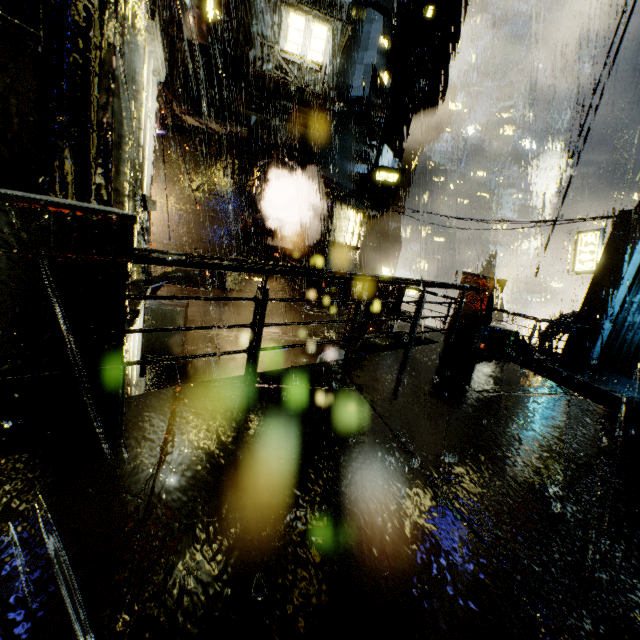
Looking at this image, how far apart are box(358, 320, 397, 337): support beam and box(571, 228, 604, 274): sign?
14.3m

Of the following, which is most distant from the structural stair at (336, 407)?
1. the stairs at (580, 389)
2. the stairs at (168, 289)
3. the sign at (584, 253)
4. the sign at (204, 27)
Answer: the sign at (584, 253)

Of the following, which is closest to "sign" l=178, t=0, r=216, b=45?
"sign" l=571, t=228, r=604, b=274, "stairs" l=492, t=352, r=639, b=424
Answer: "stairs" l=492, t=352, r=639, b=424

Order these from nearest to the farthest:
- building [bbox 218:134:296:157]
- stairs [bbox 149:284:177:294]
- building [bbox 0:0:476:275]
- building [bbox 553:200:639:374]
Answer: building [bbox 0:0:476:275] → stairs [bbox 149:284:177:294] → building [bbox 553:200:639:374] → building [bbox 218:134:296:157]

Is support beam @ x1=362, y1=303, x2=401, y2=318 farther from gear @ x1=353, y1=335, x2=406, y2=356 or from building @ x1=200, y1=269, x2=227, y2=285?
gear @ x1=353, y1=335, x2=406, y2=356

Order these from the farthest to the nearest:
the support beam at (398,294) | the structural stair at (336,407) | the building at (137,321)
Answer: the support beam at (398,294), the building at (137,321), the structural stair at (336,407)

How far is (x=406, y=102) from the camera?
23.56m

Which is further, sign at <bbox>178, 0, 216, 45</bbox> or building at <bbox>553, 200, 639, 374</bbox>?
building at <bbox>553, 200, 639, 374</bbox>
